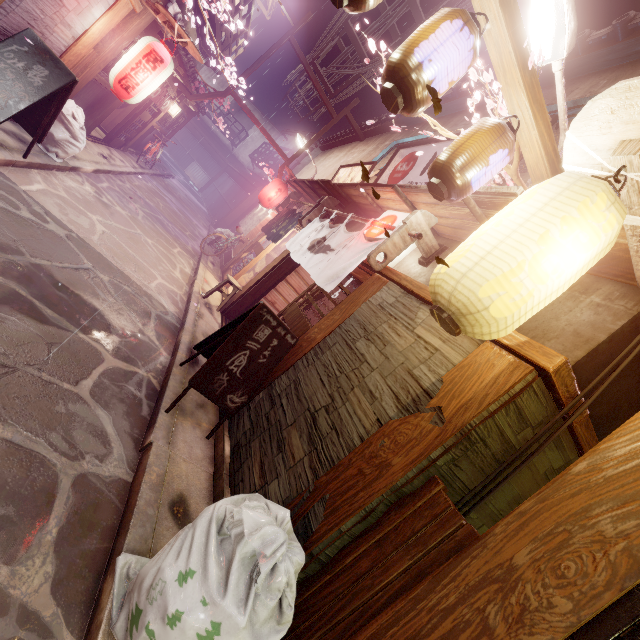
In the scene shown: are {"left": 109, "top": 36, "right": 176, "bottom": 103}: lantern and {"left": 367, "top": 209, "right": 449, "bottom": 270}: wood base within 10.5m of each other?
yes

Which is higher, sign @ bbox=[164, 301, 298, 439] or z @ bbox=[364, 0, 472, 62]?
z @ bbox=[364, 0, 472, 62]

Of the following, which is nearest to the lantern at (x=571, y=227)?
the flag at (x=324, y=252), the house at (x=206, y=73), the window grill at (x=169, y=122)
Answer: the flag at (x=324, y=252)

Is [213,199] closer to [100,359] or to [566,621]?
[100,359]

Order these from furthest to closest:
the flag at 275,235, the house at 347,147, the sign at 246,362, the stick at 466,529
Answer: the house at 347,147
the flag at 275,235
the sign at 246,362
the stick at 466,529

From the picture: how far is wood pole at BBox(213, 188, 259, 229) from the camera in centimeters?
3212cm

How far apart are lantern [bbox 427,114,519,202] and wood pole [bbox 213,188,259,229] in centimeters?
2955cm

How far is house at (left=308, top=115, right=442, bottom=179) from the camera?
16.03m
